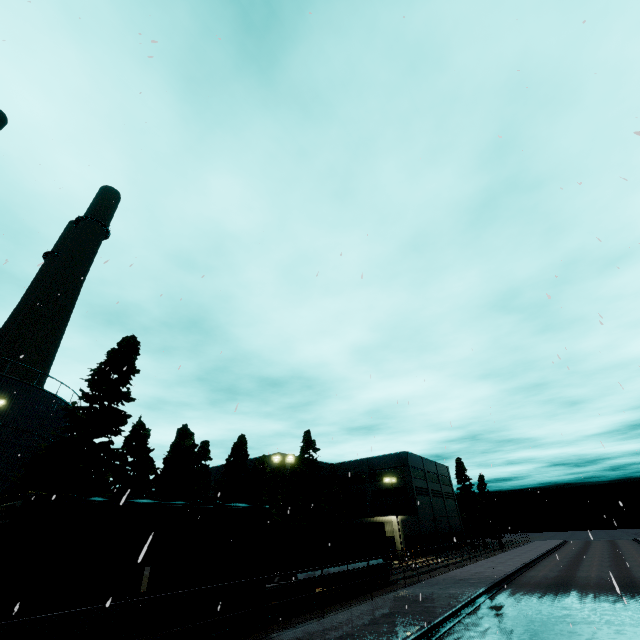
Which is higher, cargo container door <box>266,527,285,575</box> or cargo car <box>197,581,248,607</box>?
cargo container door <box>266,527,285,575</box>

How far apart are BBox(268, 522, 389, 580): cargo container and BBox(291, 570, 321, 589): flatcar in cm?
2

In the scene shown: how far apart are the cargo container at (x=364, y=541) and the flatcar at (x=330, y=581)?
0.0m

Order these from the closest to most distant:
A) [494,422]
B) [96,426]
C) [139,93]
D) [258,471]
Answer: [139,93] < [494,422] < [96,426] < [258,471]

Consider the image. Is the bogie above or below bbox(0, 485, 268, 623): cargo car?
below

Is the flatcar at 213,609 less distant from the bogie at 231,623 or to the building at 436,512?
the bogie at 231,623

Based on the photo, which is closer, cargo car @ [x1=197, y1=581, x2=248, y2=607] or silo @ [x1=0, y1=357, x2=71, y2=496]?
cargo car @ [x1=197, y1=581, x2=248, y2=607]

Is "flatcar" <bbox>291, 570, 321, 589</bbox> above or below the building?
below
